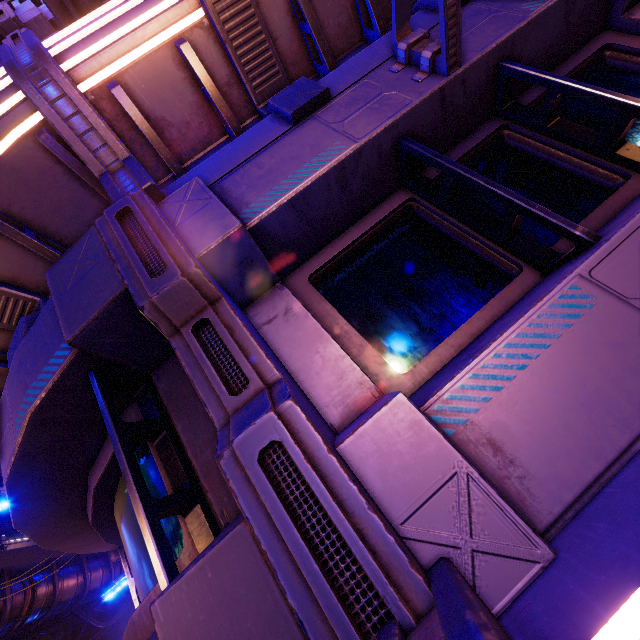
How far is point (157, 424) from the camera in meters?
2.2

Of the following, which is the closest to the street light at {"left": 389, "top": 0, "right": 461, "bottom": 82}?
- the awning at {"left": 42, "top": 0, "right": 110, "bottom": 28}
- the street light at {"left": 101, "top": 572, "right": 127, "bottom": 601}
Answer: the awning at {"left": 42, "top": 0, "right": 110, "bottom": 28}

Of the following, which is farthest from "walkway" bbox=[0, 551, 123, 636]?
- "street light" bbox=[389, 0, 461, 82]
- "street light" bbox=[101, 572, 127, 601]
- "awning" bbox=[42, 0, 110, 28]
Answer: "street light" bbox=[389, 0, 461, 82]

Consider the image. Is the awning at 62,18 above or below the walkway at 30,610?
above

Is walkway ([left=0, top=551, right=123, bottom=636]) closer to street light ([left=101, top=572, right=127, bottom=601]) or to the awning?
street light ([left=101, top=572, right=127, bottom=601])

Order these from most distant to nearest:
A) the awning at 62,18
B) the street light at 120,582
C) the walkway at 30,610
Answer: the walkway at 30,610
the street light at 120,582
the awning at 62,18

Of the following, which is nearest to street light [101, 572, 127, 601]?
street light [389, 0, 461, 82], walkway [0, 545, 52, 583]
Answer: walkway [0, 545, 52, 583]

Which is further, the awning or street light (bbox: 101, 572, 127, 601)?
street light (bbox: 101, 572, 127, 601)
